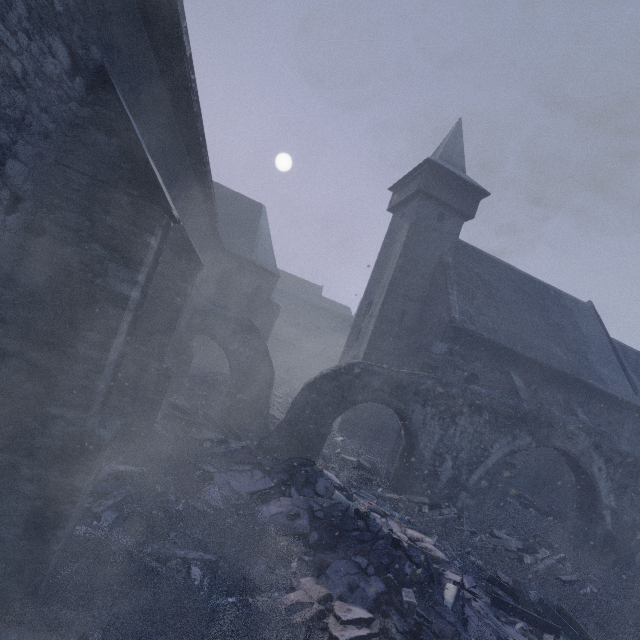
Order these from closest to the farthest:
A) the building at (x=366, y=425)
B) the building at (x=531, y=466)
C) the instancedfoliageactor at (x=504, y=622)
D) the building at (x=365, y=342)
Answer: the building at (x=365, y=342) < the instancedfoliageactor at (x=504, y=622) < the building at (x=366, y=425) < the building at (x=531, y=466)

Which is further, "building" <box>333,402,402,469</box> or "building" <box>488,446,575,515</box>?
"building" <box>488,446,575,515</box>

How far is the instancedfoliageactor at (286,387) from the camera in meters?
16.0 m

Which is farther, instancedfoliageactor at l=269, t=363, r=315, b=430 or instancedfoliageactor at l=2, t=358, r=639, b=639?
instancedfoliageactor at l=269, t=363, r=315, b=430

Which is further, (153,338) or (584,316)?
(584,316)

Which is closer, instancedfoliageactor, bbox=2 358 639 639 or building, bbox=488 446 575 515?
instancedfoliageactor, bbox=2 358 639 639

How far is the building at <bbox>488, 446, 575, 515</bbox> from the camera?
14.4 meters
